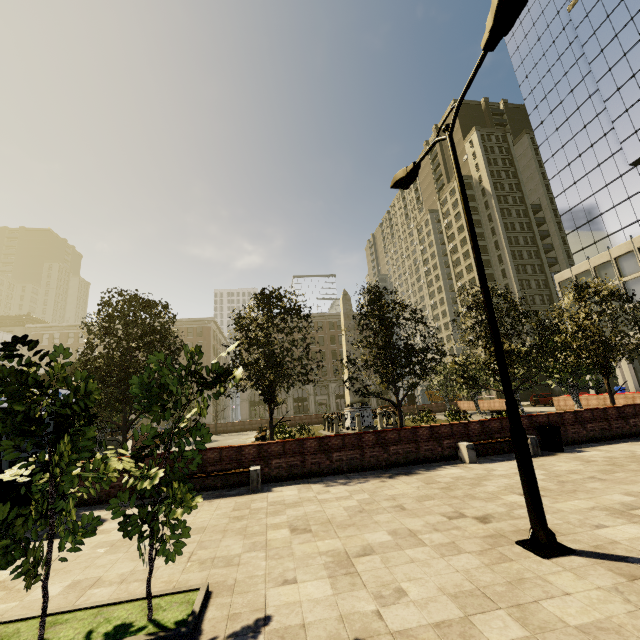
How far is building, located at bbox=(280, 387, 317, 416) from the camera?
58.9m

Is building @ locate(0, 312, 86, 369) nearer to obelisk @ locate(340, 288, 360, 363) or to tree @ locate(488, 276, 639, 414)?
tree @ locate(488, 276, 639, 414)

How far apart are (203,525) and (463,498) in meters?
5.7 m

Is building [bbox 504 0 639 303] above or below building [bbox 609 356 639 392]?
above

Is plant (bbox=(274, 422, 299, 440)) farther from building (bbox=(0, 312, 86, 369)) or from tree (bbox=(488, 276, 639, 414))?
building (bbox=(0, 312, 86, 369))

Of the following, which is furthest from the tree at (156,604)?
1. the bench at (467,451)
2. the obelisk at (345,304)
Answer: the bench at (467,451)

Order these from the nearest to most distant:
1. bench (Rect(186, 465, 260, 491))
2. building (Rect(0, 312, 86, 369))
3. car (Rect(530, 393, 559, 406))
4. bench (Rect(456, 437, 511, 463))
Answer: bench (Rect(186, 465, 260, 491)), bench (Rect(456, 437, 511, 463)), car (Rect(530, 393, 559, 406)), building (Rect(0, 312, 86, 369))

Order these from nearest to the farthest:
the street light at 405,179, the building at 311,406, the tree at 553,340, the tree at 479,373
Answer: the street light at 405,179 < the tree at 479,373 < the tree at 553,340 < the building at 311,406
